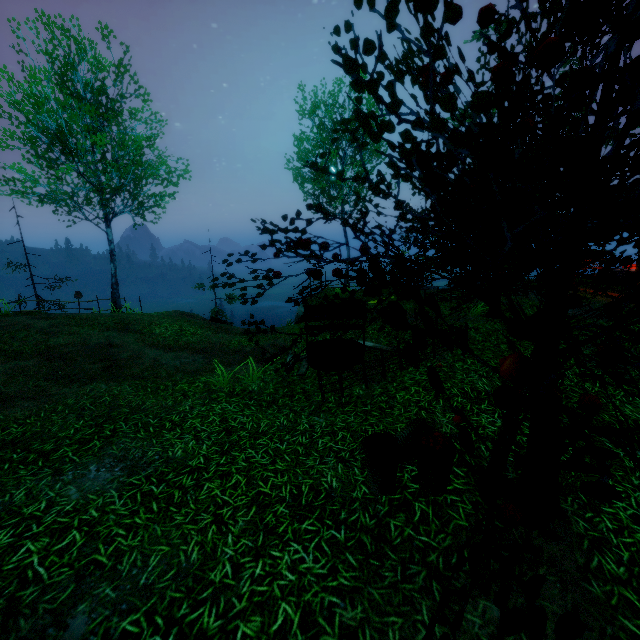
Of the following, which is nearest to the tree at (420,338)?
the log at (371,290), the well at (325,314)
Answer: the well at (325,314)

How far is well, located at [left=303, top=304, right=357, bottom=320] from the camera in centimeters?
844cm

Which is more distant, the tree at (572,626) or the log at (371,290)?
the log at (371,290)

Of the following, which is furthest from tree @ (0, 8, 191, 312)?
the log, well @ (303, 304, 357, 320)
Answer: the log

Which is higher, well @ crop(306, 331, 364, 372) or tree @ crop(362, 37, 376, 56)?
tree @ crop(362, 37, 376, 56)

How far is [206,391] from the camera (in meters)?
7.41

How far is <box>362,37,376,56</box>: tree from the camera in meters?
1.8

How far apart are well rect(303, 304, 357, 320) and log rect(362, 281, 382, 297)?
7.0 meters
